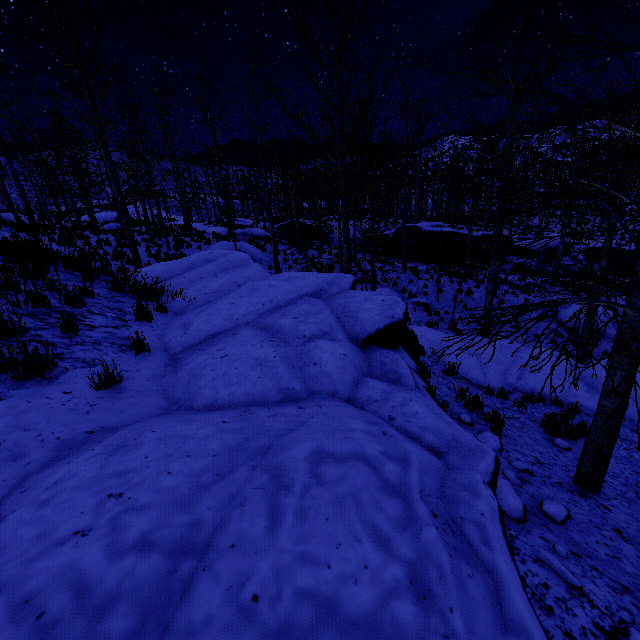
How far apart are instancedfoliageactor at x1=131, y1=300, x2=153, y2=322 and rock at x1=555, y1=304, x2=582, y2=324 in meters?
18.3 m

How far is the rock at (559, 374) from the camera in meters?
9.4

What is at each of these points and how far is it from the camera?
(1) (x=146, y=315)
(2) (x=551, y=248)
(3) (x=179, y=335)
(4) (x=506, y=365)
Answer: (1) instancedfoliageactor, 5.9 meters
(2) rock, 24.5 meters
(3) rock, 5.3 meters
(4) rock, 10.3 meters

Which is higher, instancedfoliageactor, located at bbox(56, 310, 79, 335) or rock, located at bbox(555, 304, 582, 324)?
instancedfoliageactor, located at bbox(56, 310, 79, 335)

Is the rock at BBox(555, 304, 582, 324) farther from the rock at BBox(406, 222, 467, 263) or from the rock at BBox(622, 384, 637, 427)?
the rock at BBox(406, 222, 467, 263)

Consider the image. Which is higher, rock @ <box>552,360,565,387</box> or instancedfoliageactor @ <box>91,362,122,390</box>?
instancedfoliageactor @ <box>91,362,122,390</box>

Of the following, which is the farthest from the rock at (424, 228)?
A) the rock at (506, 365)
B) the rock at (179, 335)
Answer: the rock at (179, 335)

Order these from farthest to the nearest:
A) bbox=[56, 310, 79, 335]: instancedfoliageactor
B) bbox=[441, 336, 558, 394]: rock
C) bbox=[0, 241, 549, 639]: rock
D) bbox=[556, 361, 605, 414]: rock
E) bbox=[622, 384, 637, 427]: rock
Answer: bbox=[441, 336, 558, 394]: rock → bbox=[556, 361, 605, 414]: rock → bbox=[622, 384, 637, 427]: rock → bbox=[56, 310, 79, 335]: instancedfoliageactor → bbox=[0, 241, 549, 639]: rock
